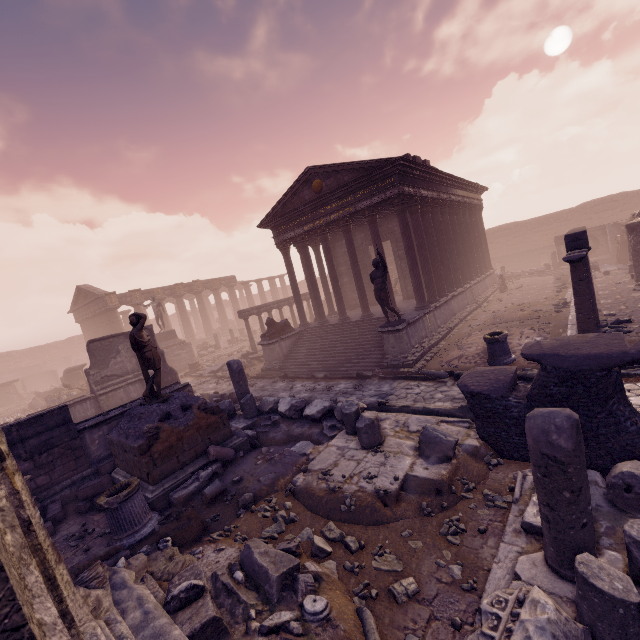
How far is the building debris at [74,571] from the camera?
4.3 meters

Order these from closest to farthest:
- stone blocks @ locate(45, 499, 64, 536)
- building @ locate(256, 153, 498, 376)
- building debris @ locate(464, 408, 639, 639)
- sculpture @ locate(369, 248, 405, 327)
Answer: building debris @ locate(464, 408, 639, 639)
stone blocks @ locate(45, 499, 64, 536)
sculpture @ locate(369, 248, 405, 327)
building @ locate(256, 153, 498, 376)

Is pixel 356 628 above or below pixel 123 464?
below

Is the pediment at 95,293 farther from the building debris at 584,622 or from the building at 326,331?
the building debris at 584,622

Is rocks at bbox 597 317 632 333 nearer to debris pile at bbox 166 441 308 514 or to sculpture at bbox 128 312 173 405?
debris pile at bbox 166 441 308 514

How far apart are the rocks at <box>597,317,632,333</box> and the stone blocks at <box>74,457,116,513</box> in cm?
1399

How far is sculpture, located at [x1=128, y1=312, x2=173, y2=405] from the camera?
7.5 meters

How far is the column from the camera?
29.95m
